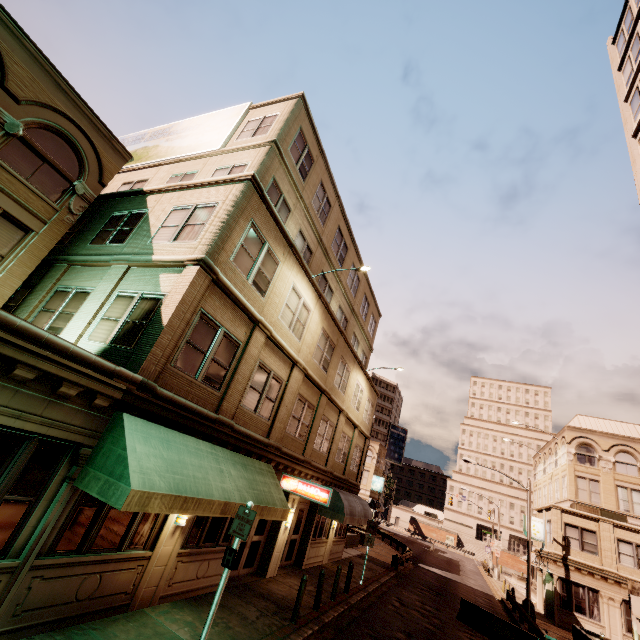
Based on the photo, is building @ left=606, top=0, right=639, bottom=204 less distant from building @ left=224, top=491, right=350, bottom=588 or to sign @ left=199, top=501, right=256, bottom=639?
sign @ left=199, top=501, right=256, bottom=639

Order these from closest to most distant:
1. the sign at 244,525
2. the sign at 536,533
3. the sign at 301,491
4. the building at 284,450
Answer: the building at 284,450 → the sign at 244,525 → the sign at 301,491 → the sign at 536,533

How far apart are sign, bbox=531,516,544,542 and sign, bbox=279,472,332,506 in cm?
2803

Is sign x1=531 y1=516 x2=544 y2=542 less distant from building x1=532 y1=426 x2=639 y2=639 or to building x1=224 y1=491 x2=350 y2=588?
building x1=532 y1=426 x2=639 y2=639

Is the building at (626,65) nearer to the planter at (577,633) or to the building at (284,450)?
the planter at (577,633)

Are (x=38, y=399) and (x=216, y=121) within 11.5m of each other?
no

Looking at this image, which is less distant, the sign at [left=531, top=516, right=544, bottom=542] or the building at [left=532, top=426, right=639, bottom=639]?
the building at [left=532, top=426, right=639, bottom=639]

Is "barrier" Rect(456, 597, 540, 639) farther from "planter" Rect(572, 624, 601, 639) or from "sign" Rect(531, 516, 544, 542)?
"sign" Rect(531, 516, 544, 542)
